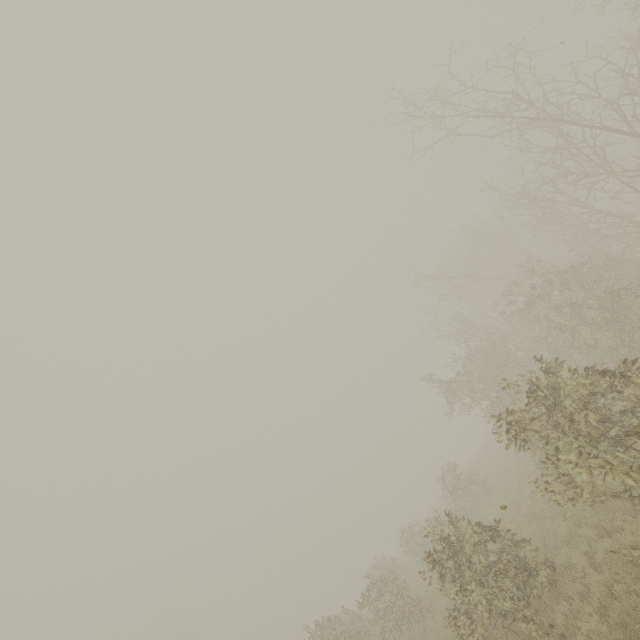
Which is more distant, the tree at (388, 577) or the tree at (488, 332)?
the tree at (388, 577)

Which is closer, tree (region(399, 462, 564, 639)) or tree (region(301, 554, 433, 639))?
tree (region(399, 462, 564, 639))

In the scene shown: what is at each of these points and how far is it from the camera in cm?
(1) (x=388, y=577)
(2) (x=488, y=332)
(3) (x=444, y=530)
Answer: (1) tree, 1336
(2) tree, 1812
(3) tree, 809
